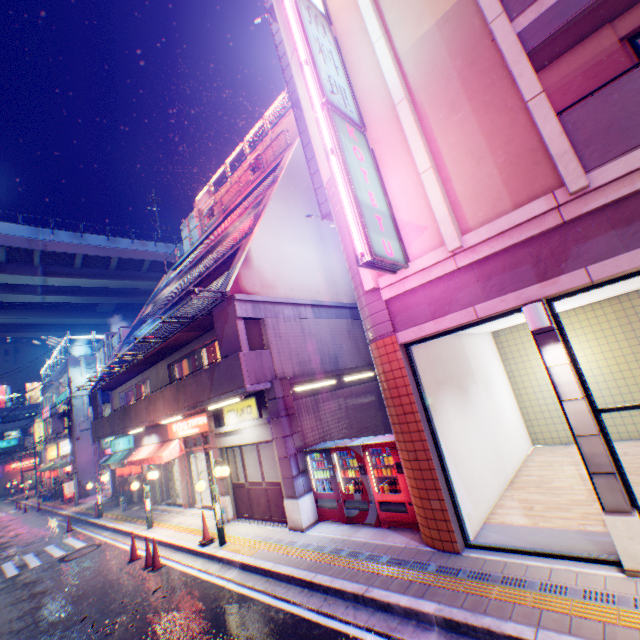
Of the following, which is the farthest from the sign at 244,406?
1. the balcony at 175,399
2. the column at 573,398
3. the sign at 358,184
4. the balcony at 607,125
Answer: the balcony at 607,125

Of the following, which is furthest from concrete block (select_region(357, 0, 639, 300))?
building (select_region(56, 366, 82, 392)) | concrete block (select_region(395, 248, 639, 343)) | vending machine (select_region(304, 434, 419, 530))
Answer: building (select_region(56, 366, 82, 392))

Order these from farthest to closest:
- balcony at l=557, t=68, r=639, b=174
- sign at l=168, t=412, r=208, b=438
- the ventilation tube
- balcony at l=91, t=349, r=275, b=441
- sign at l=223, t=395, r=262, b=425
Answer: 1. the ventilation tube
2. sign at l=168, t=412, r=208, b=438
3. sign at l=223, t=395, r=262, b=425
4. balcony at l=91, t=349, r=275, b=441
5. balcony at l=557, t=68, r=639, b=174

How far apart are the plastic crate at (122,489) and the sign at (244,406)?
13.7 meters

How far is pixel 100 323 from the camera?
55.2 meters

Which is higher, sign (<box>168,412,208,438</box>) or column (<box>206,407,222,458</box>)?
column (<box>206,407,222,458</box>)

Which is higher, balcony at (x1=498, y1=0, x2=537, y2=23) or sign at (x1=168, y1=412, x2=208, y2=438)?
balcony at (x1=498, y1=0, x2=537, y2=23)

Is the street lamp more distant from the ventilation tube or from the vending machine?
the ventilation tube
